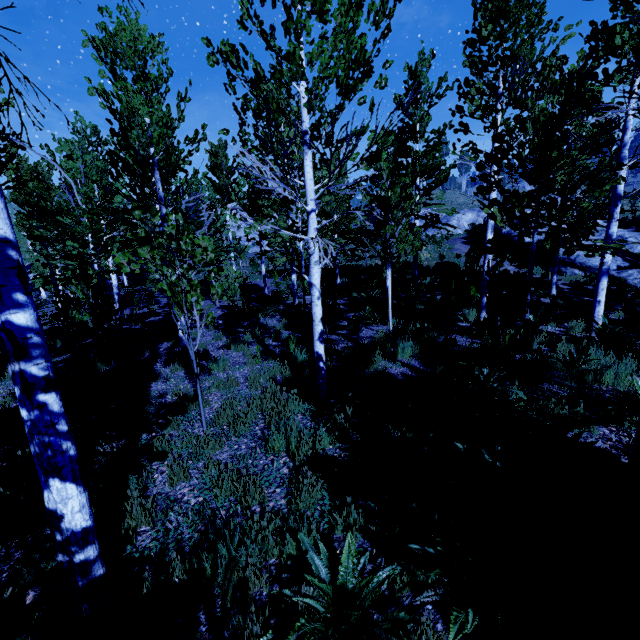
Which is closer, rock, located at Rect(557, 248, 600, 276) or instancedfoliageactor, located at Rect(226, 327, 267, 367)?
instancedfoliageactor, located at Rect(226, 327, 267, 367)

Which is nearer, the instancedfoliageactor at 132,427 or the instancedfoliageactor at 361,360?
the instancedfoliageactor at 132,427

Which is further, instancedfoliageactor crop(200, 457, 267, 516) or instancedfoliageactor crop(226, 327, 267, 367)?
instancedfoliageactor crop(226, 327, 267, 367)

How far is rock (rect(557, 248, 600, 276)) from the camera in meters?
16.4 m

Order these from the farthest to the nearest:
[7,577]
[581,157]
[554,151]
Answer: [554,151], [581,157], [7,577]

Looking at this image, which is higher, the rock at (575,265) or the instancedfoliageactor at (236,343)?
the rock at (575,265)
